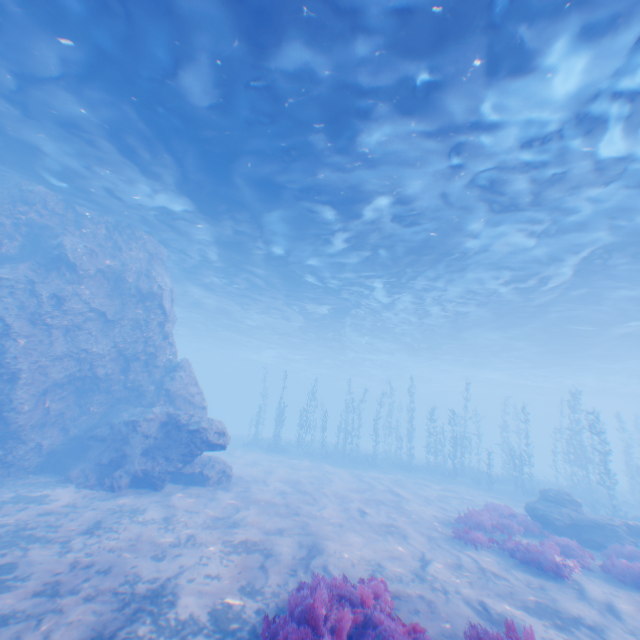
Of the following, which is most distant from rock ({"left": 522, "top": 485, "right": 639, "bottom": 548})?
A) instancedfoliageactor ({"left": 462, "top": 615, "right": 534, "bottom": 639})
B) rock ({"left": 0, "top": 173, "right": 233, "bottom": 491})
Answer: instancedfoliageactor ({"left": 462, "top": 615, "right": 534, "bottom": 639})

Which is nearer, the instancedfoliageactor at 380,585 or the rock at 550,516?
the instancedfoliageactor at 380,585

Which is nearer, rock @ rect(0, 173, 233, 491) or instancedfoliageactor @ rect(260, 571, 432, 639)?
instancedfoliageactor @ rect(260, 571, 432, 639)

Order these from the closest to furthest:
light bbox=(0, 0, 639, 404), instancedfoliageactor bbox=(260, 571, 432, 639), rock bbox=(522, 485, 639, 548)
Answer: instancedfoliageactor bbox=(260, 571, 432, 639) < light bbox=(0, 0, 639, 404) < rock bbox=(522, 485, 639, 548)

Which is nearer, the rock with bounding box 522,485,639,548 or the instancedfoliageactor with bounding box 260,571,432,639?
the instancedfoliageactor with bounding box 260,571,432,639

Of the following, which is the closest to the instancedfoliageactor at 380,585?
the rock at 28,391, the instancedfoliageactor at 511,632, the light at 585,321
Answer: the instancedfoliageactor at 511,632

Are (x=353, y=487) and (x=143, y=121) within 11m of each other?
no

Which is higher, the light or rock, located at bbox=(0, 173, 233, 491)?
the light
